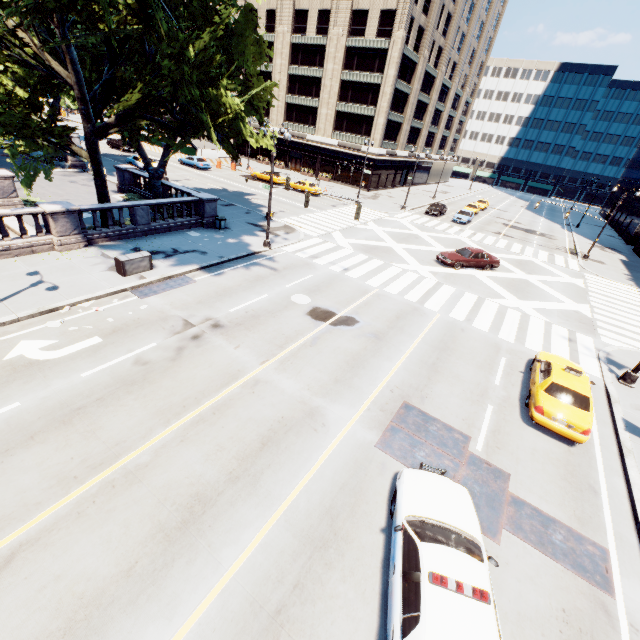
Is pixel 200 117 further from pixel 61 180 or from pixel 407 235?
pixel 61 180

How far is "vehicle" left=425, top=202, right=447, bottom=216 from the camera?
42.2m

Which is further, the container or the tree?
the container

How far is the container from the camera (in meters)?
15.48

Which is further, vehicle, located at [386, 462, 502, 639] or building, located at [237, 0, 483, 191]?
building, located at [237, 0, 483, 191]

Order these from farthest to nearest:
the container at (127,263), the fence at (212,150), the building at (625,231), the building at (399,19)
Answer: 1. the fence at (212,150)
2. the building at (625,231)
3. the building at (399,19)
4. the container at (127,263)

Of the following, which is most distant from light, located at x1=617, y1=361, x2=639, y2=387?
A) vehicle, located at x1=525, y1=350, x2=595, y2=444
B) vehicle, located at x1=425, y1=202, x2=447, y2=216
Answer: vehicle, located at x1=425, y1=202, x2=447, y2=216

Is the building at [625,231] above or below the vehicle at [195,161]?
above
